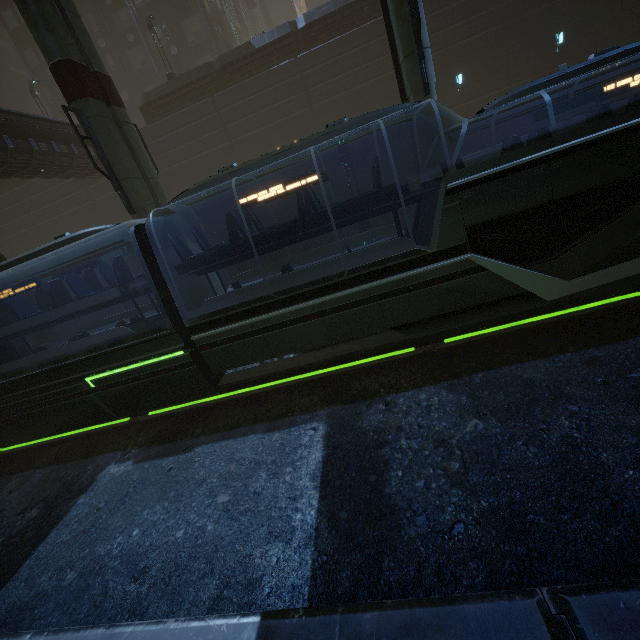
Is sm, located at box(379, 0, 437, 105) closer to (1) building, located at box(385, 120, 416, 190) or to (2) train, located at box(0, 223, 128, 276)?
(1) building, located at box(385, 120, 416, 190)

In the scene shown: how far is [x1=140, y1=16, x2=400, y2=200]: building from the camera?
19.8 meters

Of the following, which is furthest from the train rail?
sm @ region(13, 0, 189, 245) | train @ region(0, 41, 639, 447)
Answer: sm @ region(13, 0, 189, 245)

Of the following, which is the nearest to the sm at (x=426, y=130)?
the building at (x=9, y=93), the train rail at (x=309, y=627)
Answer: the building at (x=9, y=93)

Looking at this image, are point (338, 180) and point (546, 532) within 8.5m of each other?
no

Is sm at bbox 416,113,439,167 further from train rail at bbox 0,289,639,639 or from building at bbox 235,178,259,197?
train rail at bbox 0,289,639,639

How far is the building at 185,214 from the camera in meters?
24.4 m
